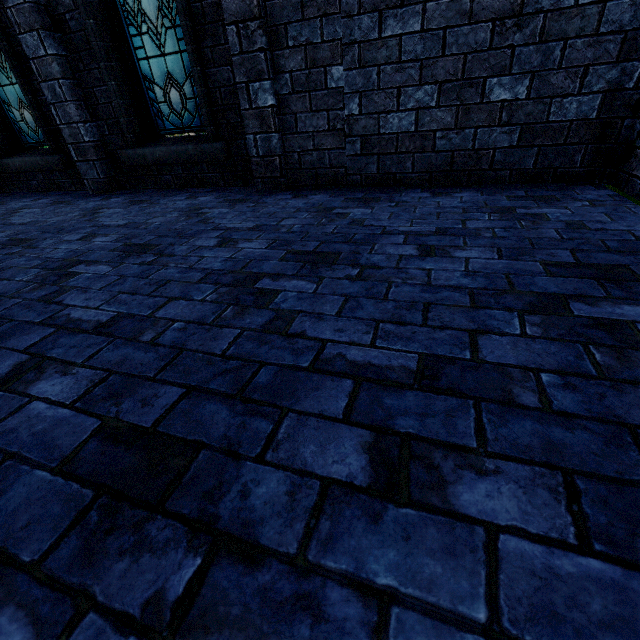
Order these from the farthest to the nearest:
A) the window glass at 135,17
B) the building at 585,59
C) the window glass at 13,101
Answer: the window glass at 13,101, the window glass at 135,17, the building at 585,59

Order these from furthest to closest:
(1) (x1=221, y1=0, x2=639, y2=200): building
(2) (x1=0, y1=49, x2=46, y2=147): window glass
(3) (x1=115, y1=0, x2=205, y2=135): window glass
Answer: (2) (x1=0, y1=49, x2=46, y2=147): window glass → (3) (x1=115, y1=0, x2=205, y2=135): window glass → (1) (x1=221, y1=0, x2=639, y2=200): building

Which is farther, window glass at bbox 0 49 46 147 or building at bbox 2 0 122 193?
window glass at bbox 0 49 46 147

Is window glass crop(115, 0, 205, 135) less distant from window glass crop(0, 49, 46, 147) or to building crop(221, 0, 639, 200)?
building crop(221, 0, 639, 200)

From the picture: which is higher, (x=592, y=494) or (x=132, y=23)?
(x=132, y=23)

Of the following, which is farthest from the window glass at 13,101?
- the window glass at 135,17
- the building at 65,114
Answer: the window glass at 135,17
